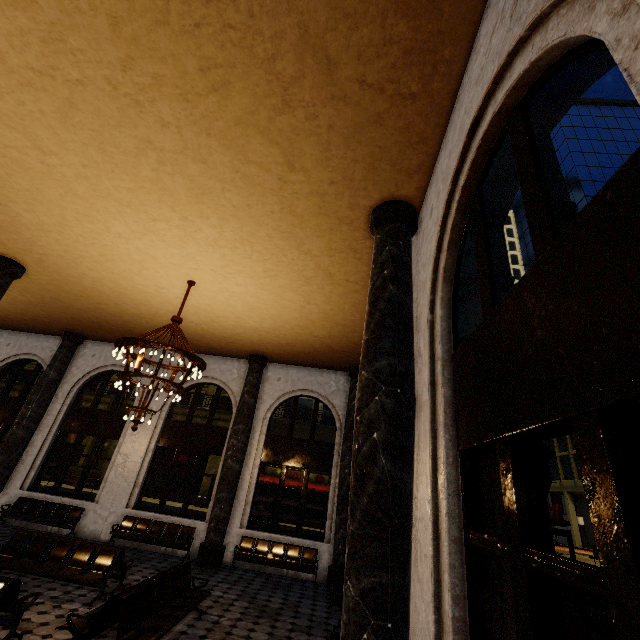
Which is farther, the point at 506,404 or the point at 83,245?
the point at 83,245

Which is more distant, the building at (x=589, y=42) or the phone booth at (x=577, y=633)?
the phone booth at (x=577, y=633)

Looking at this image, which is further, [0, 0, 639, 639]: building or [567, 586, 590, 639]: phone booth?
[567, 586, 590, 639]: phone booth
